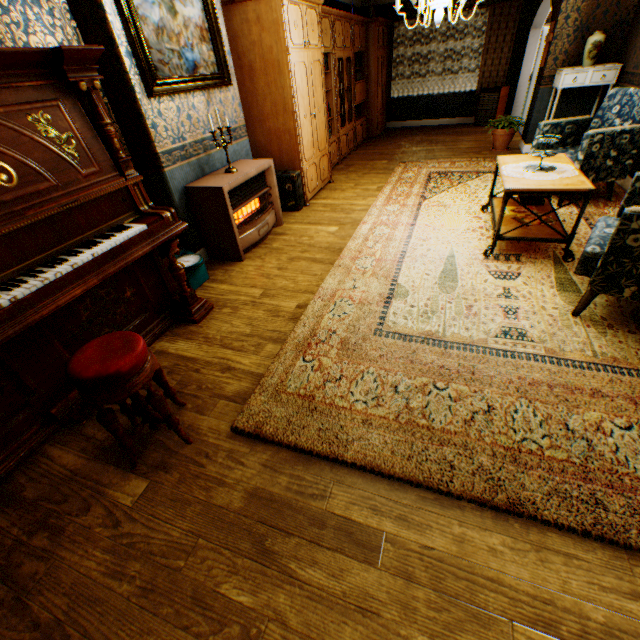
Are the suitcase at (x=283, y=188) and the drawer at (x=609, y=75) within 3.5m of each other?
no

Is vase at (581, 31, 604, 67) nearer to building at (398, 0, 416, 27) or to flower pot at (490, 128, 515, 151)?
building at (398, 0, 416, 27)

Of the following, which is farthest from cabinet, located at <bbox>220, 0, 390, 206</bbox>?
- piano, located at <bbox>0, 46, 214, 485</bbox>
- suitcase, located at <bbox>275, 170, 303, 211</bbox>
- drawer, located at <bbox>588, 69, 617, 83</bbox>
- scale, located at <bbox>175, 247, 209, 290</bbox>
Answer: drawer, located at <bbox>588, 69, 617, 83</bbox>

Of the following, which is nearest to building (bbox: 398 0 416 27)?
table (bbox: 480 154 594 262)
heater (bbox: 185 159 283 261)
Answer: heater (bbox: 185 159 283 261)

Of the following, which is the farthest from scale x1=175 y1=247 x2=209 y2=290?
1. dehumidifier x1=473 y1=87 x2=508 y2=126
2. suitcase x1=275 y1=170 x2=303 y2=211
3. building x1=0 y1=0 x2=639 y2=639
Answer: dehumidifier x1=473 y1=87 x2=508 y2=126

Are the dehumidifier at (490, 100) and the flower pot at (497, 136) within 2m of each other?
no

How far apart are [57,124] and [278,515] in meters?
2.6

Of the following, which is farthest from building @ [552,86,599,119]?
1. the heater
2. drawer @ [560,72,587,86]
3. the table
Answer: the table
